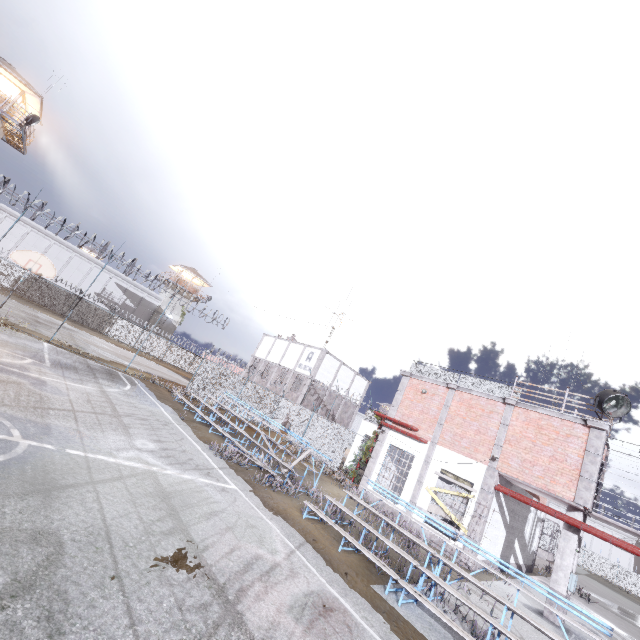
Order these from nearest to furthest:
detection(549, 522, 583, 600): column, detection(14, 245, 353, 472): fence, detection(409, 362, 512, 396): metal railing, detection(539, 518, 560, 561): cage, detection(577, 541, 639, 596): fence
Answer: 1. detection(549, 522, 583, 600): column
2. detection(409, 362, 512, 396): metal railing
3. detection(14, 245, 353, 472): fence
4. detection(539, 518, 560, 561): cage
5. detection(577, 541, 639, 596): fence

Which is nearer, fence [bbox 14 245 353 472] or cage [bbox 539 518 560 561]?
fence [bbox 14 245 353 472]

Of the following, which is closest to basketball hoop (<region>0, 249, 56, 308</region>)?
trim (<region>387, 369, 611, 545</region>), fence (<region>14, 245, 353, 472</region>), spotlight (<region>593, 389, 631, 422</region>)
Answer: fence (<region>14, 245, 353, 472</region>)

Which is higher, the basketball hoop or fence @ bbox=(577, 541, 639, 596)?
the basketball hoop

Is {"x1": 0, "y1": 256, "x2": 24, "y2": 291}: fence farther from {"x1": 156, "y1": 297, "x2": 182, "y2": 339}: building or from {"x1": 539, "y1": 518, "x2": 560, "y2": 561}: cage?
{"x1": 156, "y1": 297, "x2": 182, "y2": 339}: building

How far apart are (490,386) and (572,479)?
4.8 meters

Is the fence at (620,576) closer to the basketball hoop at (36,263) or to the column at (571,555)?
the basketball hoop at (36,263)

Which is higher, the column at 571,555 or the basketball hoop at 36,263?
the basketball hoop at 36,263
